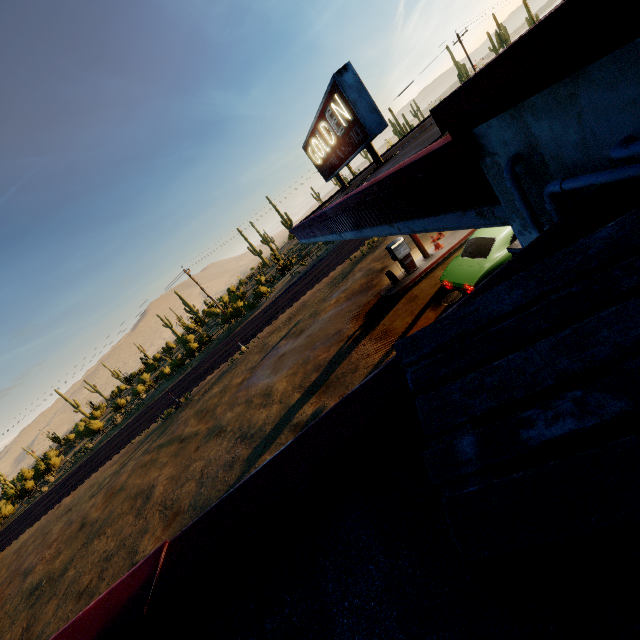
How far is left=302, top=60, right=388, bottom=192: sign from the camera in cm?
709

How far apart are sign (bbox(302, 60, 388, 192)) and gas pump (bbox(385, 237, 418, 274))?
3.7 meters

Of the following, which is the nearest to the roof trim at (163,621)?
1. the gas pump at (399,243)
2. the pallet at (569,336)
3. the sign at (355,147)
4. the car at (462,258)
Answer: the pallet at (569,336)

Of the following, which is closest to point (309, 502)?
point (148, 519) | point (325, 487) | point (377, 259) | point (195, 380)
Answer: point (325, 487)

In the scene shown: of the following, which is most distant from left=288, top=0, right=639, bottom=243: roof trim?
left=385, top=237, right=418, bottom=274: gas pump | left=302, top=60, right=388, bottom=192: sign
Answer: left=385, top=237, right=418, bottom=274: gas pump

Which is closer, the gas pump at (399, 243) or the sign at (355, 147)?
the sign at (355, 147)

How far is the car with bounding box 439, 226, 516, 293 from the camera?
8.4 meters

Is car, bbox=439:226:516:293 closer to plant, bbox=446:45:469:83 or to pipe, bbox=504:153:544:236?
pipe, bbox=504:153:544:236
